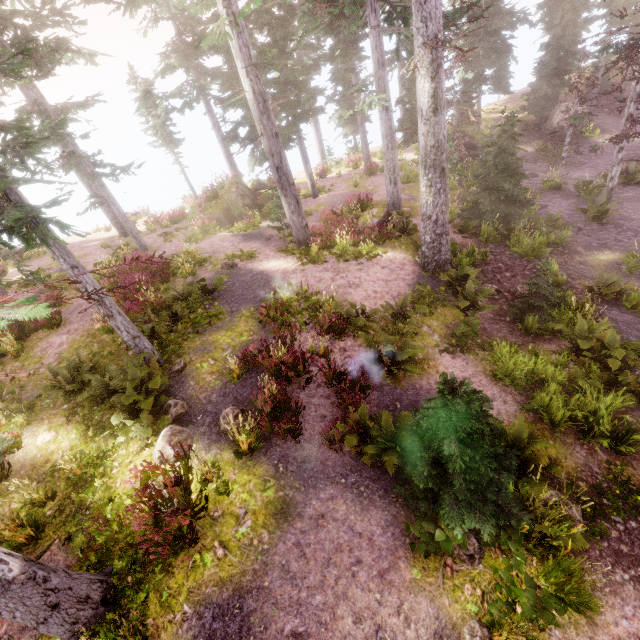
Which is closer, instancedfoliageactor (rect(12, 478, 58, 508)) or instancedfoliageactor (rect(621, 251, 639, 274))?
instancedfoliageactor (rect(12, 478, 58, 508))

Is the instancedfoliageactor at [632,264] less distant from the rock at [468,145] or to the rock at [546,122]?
the rock at [546,122]

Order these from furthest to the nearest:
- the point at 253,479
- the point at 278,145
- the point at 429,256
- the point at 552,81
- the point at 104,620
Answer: the point at 552,81
the point at 429,256
the point at 278,145
the point at 253,479
the point at 104,620

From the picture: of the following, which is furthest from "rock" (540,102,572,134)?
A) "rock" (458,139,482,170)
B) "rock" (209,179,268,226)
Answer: "rock" (209,179,268,226)

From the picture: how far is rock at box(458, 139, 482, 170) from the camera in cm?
2252

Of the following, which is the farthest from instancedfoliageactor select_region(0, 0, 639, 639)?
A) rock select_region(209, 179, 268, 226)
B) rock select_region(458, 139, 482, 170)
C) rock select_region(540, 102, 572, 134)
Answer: rock select_region(458, 139, 482, 170)

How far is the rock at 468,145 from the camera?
22.5 meters
